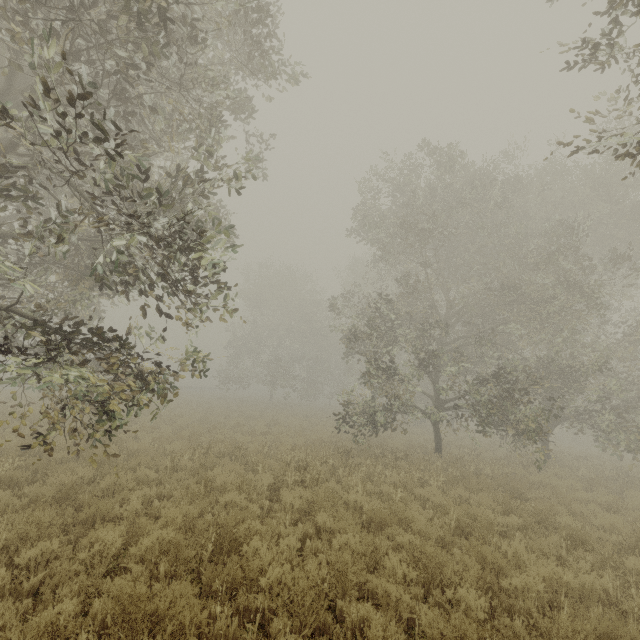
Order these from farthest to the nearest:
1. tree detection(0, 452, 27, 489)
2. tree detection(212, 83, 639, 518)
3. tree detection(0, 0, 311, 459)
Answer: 1. tree detection(212, 83, 639, 518)
2. tree detection(0, 452, 27, 489)
3. tree detection(0, 0, 311, 459)

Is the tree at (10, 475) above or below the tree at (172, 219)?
below

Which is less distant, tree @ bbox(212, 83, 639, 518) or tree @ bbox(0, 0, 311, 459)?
tree @ bbox(0, 0, 311, 459)

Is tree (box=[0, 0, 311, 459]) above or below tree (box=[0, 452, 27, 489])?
above

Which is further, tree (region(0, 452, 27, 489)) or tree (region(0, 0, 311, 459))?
tree (region(0, 452, 27, 489))

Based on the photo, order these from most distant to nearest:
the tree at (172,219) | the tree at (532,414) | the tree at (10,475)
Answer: the tree at (532,414) < the tree at (10,475) < the tree at (172,219)

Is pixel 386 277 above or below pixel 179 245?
above
